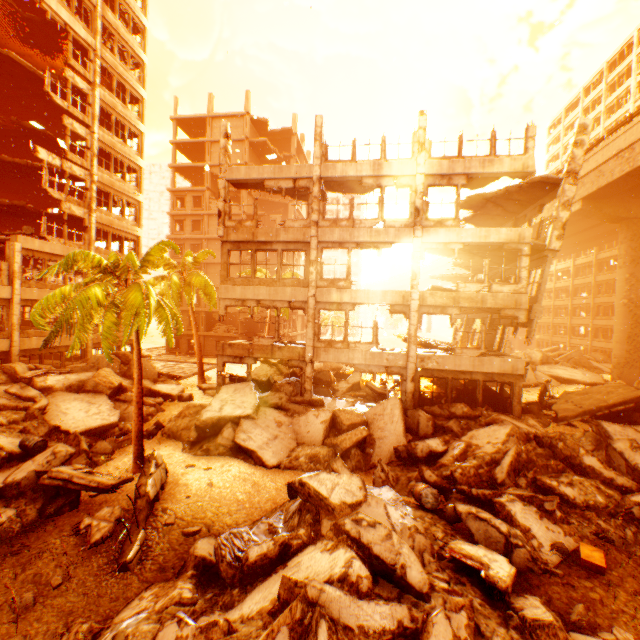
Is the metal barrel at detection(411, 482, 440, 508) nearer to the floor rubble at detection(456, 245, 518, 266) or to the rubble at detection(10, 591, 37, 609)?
the rubble at detection(10, 591, 37, 609)

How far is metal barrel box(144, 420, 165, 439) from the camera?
15.2m

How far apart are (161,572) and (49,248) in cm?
2131

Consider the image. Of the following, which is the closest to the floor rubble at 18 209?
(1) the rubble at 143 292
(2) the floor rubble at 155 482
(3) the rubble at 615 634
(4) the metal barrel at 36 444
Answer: (1) the rubble at 143 292

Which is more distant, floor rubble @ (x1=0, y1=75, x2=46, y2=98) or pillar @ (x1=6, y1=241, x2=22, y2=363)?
floor rubble @ (x1=0, y1=75, x2=46, y2=98)

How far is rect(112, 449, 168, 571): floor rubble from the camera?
7.48m

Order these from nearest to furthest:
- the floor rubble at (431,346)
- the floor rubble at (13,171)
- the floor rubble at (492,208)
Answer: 1. the floor rubble at (492,208)
2. the floor rubble at (431,346)
3. the floor rubble at (13,171)

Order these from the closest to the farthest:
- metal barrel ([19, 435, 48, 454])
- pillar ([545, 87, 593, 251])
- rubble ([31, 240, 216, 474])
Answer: rubble ([31, 240, 216, 474])
metal barrel ([19, 435, 48, 454])
pillar ([545, 87, 593, 251])
